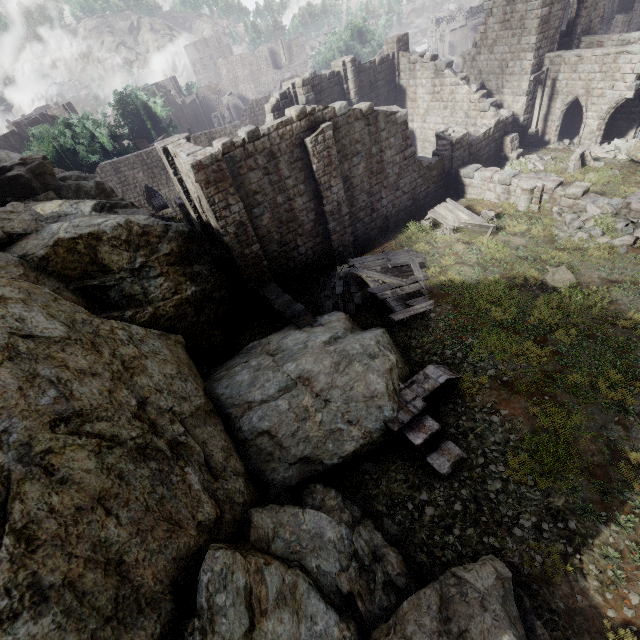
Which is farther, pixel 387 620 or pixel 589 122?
pixel 589 122

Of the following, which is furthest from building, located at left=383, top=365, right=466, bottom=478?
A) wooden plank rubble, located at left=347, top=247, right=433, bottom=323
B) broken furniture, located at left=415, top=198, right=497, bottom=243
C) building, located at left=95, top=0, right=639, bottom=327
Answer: broken furniture, located at left=415, top=198, right=497, bottom=243

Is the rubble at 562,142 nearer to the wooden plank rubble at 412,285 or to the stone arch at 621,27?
the wooden plank rubble at 412,285

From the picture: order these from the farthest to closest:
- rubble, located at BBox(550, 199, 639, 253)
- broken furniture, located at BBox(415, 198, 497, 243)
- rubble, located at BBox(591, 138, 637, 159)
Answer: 1. rubble, located at BBox(591, 138, 637, 159)
2. broken furniture, located at BBox(415, 198, 497, 243)
3. rubble, located at BBox(550, 199, 639, 253)

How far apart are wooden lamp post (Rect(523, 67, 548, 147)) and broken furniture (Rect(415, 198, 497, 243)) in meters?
10.9

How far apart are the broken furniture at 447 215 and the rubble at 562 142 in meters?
12.0

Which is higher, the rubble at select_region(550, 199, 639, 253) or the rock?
the rock

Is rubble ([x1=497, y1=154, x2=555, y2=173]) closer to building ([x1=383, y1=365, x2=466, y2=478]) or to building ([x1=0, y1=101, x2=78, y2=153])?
building ([x1=0, y1=101, x2=78, y2=153])
